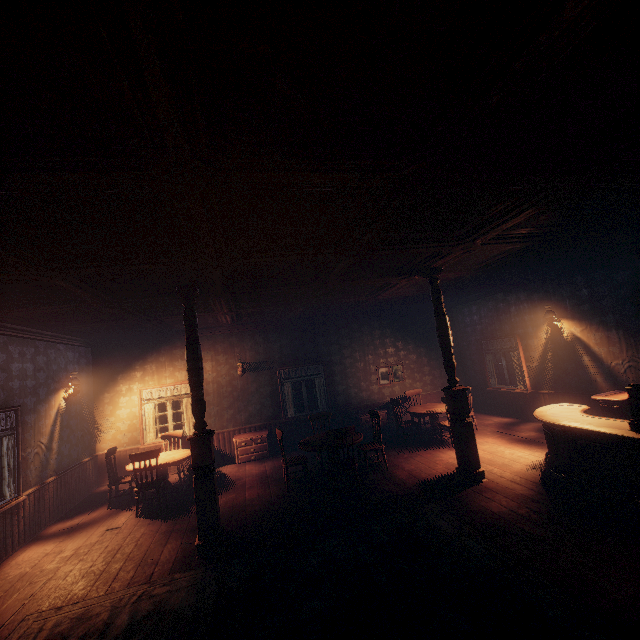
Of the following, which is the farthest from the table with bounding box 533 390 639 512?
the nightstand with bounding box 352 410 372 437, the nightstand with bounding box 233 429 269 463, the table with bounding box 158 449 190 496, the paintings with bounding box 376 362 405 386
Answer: the table with bounding box 158 449 190 496

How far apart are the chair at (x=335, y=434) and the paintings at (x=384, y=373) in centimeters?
467cm

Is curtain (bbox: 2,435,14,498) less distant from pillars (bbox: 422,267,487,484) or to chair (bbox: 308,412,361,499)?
chair (bbox: 308,412,361,499)

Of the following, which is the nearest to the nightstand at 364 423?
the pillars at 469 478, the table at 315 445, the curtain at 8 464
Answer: the curtain at 8 464

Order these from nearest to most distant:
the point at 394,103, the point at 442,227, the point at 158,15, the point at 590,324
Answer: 1. the point at 158,15
2. the point at 394,103
3. the point at 442,227
4. the point at 590,324

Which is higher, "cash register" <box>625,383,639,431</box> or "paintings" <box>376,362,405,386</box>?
"paintings" <box>376,362,405,386</box>

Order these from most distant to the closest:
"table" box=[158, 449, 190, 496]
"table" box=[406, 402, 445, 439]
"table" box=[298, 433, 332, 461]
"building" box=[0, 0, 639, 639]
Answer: "table" box=[406, 402, 445, 439] < "table" box=[158, 449, 190, 496] < "table" box=[298, 433, 332, 461] < "building" box=[0, 0, 639, 639]

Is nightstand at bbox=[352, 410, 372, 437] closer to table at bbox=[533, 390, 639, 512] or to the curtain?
the curtain
